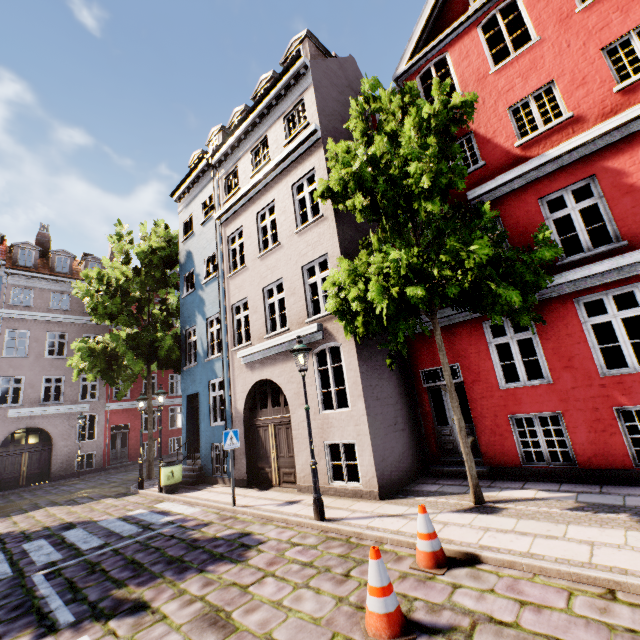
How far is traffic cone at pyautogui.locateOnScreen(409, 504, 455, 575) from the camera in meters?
4.3

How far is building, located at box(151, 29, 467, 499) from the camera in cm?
855

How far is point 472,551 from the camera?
4.5m

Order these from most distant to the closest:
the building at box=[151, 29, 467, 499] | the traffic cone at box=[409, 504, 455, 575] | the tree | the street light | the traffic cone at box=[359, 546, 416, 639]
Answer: the building at box=[151, 29, 467, 499] → the street light → the tree → the traffic cone at box=[409, 504, 455, 575] → the traffic cone at box=[359, 546, 416, 639]

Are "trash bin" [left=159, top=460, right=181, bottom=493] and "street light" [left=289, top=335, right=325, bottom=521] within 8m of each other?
yes

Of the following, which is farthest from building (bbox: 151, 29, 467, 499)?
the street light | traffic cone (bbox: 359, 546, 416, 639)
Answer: traffic cone (bbox: 359, 546, 416, 639)

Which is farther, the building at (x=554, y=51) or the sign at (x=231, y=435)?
the sign at (x=231, y=435)

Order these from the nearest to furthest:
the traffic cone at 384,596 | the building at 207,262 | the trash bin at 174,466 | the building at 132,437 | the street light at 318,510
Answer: the traffic cone at 384,596
the street light at 318,510
the building at 207,262
the trash bin at 174,466
the building at 132,437
